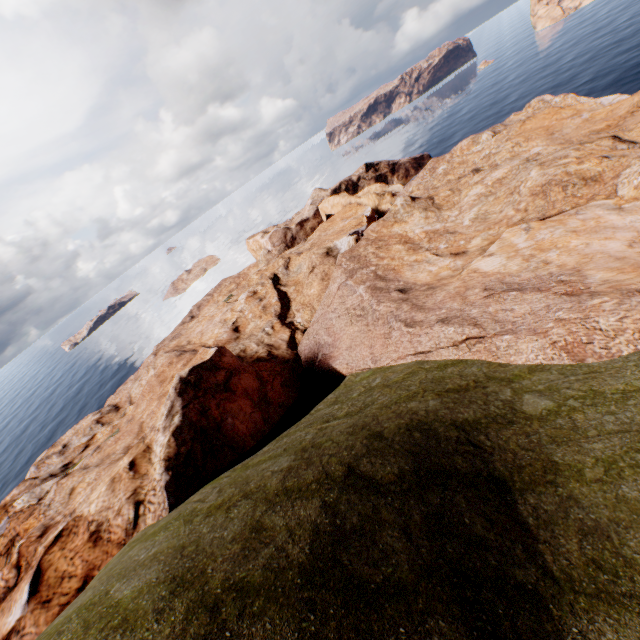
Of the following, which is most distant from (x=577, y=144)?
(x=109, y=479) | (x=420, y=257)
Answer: (x=109, y=479)
